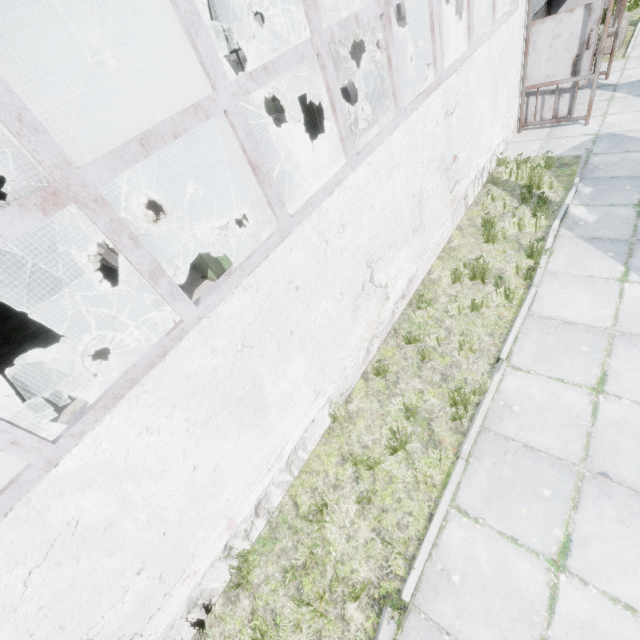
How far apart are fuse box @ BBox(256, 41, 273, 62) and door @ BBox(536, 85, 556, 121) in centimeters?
1977cm

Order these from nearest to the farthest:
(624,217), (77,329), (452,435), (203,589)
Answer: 1. (203,589)
2. (452,435)
3. (624,217)
4. (77,329)

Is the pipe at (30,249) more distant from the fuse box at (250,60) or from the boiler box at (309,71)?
the fuse box at (250,60)

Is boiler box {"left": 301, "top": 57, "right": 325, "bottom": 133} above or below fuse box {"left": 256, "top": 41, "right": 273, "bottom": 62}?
below

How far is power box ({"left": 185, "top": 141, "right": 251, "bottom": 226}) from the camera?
9.1m

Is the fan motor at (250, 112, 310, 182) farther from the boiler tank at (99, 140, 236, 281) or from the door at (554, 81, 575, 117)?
the door at (554, 81, 575, 117)

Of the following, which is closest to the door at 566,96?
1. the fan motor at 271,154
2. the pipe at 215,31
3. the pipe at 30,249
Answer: the pipe at 215,31

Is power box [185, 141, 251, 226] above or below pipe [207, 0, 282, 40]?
below
